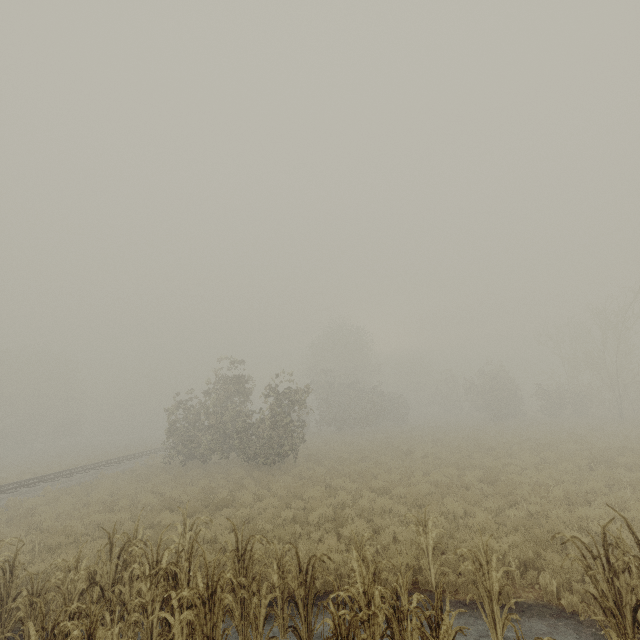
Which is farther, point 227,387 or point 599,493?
point 227,387

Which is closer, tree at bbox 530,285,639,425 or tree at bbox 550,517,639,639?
tree at bbox 550,517,639,639

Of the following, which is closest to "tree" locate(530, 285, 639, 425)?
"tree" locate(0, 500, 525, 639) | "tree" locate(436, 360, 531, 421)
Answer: "tree" locate(436, 360, 531, 421)

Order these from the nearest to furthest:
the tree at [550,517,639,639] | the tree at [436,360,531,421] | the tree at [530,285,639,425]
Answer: the tree at [550,517,639,639] < the tree at [530,285,639,425] < the tree at [436,360,531,421]

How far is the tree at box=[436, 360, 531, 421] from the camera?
35.0m

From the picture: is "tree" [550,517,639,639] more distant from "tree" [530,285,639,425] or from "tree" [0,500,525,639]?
"tree" [530,285,639,425]

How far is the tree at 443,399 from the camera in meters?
35.0 m

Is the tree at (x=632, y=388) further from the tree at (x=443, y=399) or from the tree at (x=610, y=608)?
the tree at (x=610, y=608)
